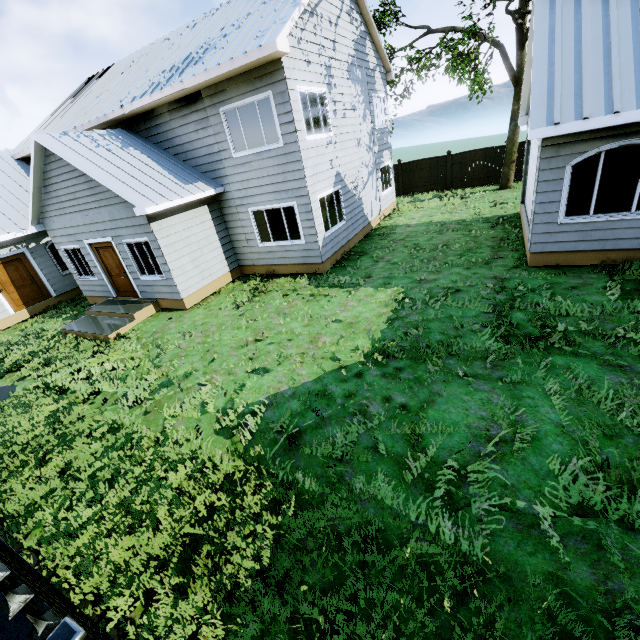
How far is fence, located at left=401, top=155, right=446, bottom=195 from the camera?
20.0 meters

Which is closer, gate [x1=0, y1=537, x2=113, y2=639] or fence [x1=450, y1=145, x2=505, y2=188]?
gate [x1=0, y1=537, x2=113, y2=639]

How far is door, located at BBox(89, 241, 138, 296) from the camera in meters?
11.1 m

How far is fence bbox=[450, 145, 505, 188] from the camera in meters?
18.5

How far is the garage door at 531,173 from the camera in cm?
775

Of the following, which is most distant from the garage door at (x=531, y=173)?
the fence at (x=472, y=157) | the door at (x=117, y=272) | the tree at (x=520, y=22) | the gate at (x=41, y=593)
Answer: the door at (x=117, y=272)

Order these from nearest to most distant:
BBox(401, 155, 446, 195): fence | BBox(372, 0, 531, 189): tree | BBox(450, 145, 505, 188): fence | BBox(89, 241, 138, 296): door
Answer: BBox(89, 241, 138, 296): door < BBox(372, 0, 531, 189): tree < BBox(450, 145, 505, 188): fence < BBox(401, 155, 446, 195): fence

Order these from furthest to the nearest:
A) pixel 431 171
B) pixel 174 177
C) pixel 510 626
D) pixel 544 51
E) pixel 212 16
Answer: pixel 431 171 < pixel 212 16 < pixel 174 177 < pixel 544 51 < pixel 510 626
